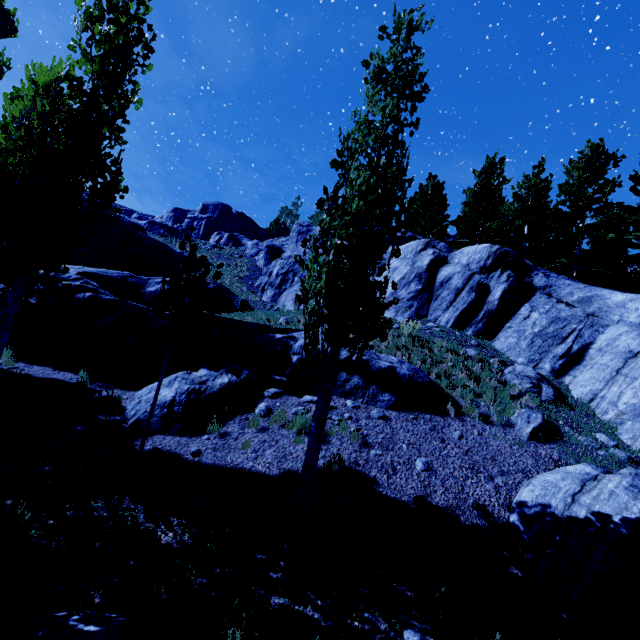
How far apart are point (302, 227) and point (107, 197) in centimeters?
2359cm

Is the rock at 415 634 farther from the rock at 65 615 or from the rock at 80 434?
the rock at 80 434

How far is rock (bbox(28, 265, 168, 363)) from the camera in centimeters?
1251cm

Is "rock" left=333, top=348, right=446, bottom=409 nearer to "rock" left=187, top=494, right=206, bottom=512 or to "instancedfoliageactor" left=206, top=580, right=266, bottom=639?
"instancedfoliageactor" left=206, top=580, right=266, bottom=639

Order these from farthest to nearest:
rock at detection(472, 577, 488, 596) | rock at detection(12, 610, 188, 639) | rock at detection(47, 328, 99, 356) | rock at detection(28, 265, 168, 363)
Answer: rock at detection(28, 265, 168, 363)
rock at detection(47, 328, 99, 356)
rock at detection(472, 577, 488, 596)
rock at detection(12, 610, 188, 639)

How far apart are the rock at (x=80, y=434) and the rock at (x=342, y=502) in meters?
5.2

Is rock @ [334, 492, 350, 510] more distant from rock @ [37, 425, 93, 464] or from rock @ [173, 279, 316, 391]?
rock @ [37, 425, 93, 464]

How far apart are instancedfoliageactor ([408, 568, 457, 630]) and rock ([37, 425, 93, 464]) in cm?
661
